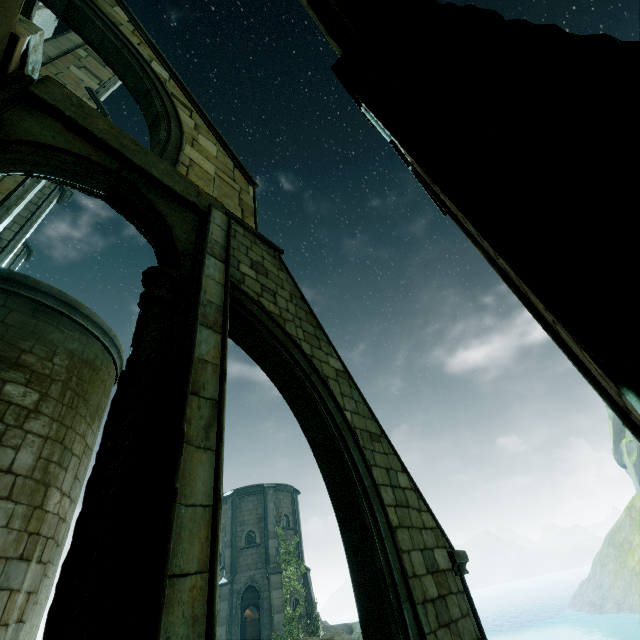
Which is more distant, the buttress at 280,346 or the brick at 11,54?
the buttress at 280,346

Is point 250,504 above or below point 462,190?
above

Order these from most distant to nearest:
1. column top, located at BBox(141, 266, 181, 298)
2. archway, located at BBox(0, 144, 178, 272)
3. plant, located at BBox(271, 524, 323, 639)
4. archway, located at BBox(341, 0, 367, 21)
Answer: plant, located at BBox(271, 524, 323, 639) → column top, located at BBox(141, 266, 181, 298) → archway, located at BBox(0, 144, 178, 272) → archway, located at BBox(341, 0, 367, 21)

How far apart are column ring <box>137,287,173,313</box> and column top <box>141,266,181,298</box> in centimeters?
1cm

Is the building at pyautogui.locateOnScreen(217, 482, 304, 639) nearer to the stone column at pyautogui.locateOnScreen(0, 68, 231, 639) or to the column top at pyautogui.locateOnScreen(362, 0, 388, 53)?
the stone column at pyautogui.locateOnScreen(0, 68, 231, 639)

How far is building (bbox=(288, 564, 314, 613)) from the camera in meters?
22.4

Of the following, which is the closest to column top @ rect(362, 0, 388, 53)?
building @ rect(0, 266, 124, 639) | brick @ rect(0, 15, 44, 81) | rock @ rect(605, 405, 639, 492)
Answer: brick @ rect(0, 15, 44, 81)

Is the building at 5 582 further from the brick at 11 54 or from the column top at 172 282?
the column top at 172 282
